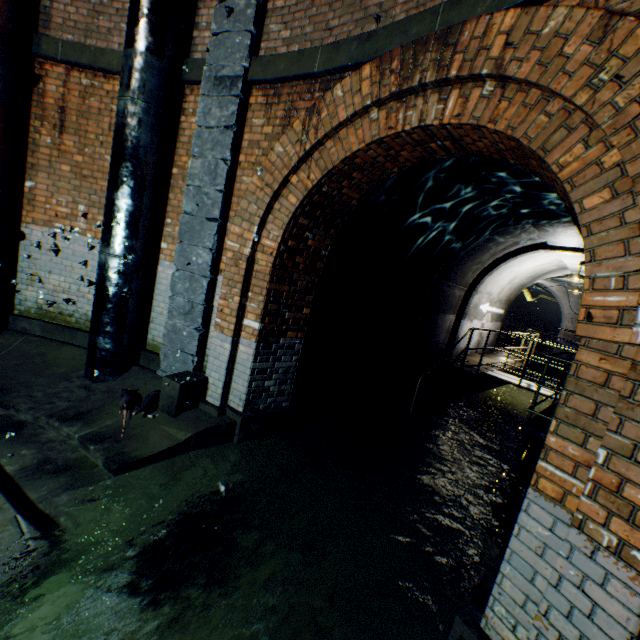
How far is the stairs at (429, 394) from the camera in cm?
679

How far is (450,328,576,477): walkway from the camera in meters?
5.4

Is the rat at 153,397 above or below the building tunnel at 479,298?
below

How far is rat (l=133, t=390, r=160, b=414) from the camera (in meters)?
4.05

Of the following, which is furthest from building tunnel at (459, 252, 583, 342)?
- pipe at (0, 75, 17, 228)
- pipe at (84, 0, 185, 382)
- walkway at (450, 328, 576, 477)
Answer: pipe at (0, 75, 17, 228)

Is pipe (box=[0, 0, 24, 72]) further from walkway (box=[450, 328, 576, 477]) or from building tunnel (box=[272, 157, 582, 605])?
walkway (box=[450, 328, 576, 477])

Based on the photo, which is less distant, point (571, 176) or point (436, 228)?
point (571, 176)

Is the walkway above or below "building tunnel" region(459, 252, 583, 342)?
below
